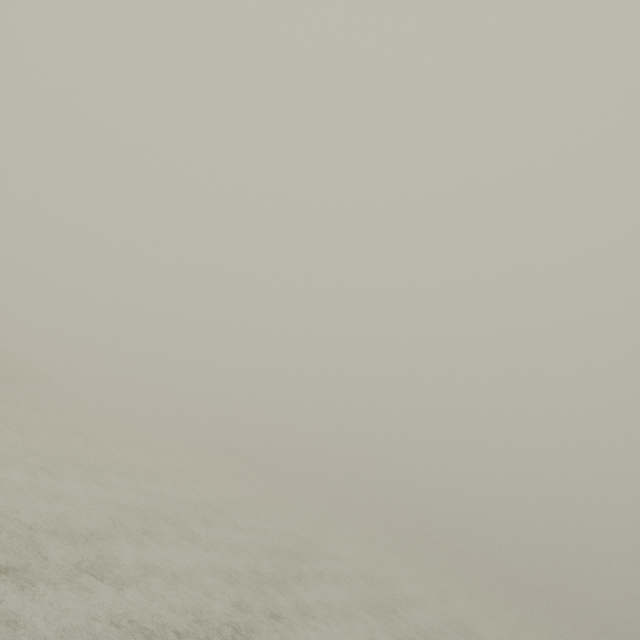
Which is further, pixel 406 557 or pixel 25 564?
pixel 406 557
